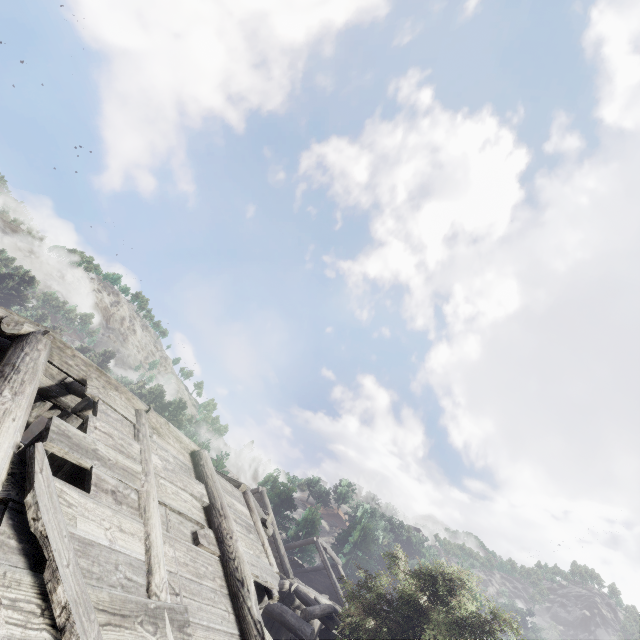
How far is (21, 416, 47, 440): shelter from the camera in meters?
36.2 m

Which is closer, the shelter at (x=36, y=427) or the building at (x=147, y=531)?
the building at (x=147, y=531)

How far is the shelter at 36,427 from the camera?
36.2m

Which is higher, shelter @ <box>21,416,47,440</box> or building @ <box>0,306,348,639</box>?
building @ <box>0,306,348,639</box>

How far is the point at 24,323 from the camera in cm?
577

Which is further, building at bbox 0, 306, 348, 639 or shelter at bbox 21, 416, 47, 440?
shelter at bbox 21, 416, 47, 440
